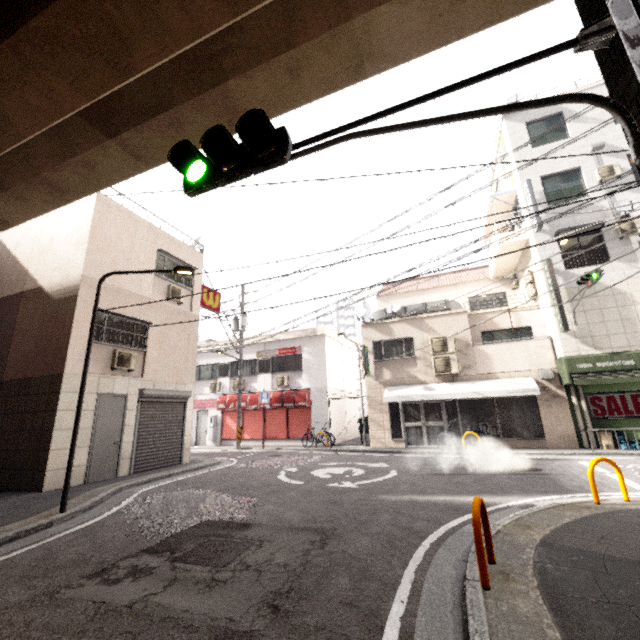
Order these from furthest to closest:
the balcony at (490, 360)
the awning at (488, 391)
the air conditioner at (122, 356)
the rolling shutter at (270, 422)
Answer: the rolling shutter at (270, 422), the balcony at (490, 360), the awning at (488, 391), the air conditioner at (122, 356)

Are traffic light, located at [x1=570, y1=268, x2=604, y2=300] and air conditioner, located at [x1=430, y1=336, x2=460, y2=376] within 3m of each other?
no

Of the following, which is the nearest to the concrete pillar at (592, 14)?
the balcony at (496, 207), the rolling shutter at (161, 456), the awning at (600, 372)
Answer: the rolling shutter at (161, 456)

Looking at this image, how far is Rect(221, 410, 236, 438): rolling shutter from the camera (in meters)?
19.08

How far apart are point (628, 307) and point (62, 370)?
18.85m

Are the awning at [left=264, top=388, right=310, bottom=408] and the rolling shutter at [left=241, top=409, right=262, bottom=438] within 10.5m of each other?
yes

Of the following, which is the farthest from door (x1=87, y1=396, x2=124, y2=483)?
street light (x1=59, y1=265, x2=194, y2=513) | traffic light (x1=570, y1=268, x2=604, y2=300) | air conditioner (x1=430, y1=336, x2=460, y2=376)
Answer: traffic light (x1=570, y1=268, x2=604, y2=300)
